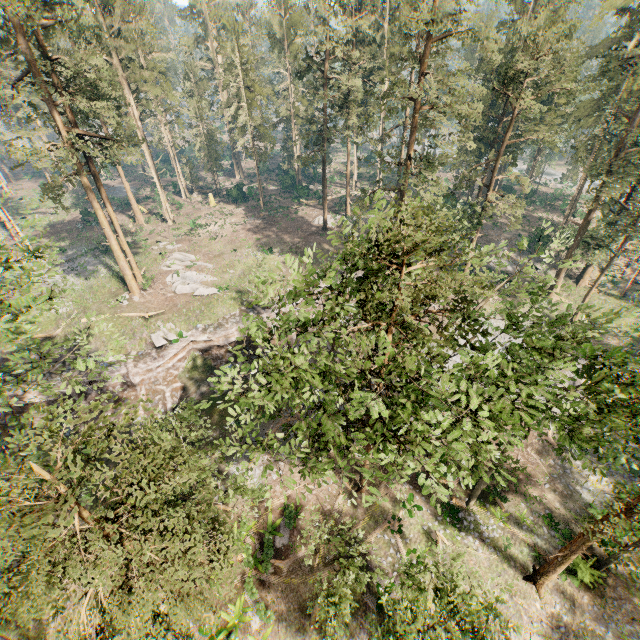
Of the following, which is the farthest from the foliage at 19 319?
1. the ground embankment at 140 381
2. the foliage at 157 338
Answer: the foliage at 157 338

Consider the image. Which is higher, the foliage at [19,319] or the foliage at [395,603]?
the foliage at [19,319]

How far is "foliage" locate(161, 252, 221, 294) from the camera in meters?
34.4

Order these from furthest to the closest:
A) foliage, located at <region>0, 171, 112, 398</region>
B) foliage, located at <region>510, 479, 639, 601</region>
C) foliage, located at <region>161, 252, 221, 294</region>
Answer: foliage, located at <region>161, 252, 221, 294</region> < foliage, located at <region>0, 171, 112, 398</region> < foliage, located at <region>510, 479, 639, 601</region>

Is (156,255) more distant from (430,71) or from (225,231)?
(430,71)

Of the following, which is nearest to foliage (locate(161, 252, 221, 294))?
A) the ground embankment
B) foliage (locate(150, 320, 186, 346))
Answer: the ground embankment

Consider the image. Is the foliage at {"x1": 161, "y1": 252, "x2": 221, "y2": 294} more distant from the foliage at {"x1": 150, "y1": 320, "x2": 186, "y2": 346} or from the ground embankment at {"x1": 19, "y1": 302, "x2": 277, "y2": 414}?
the foliage at {"x1": 150, "y1": 320, "x2": 186, "y2": 346}
